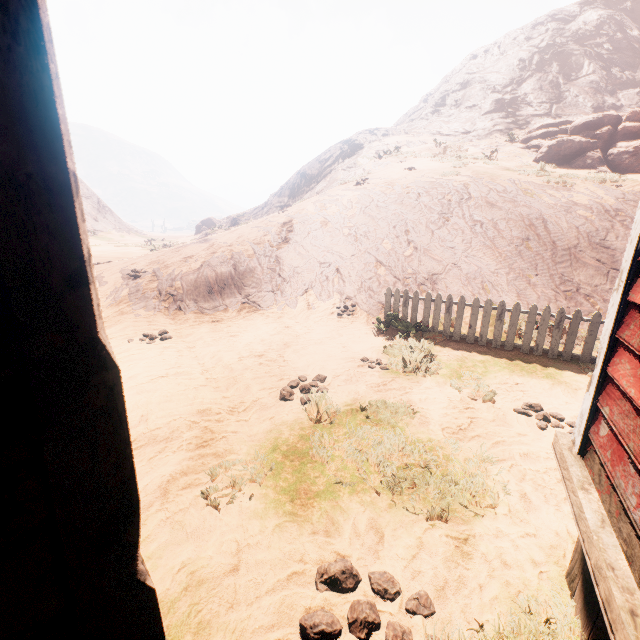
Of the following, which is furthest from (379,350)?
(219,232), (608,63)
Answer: (608,63)

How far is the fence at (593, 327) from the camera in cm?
605

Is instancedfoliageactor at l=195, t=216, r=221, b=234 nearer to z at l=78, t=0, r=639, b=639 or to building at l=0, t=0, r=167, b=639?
z at l=78, t=0, r=639, b=639

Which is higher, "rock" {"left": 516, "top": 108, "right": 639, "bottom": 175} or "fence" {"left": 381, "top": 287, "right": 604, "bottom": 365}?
"rock" {"left": 516, "top": 108, "right": 639, "bottom": 175}

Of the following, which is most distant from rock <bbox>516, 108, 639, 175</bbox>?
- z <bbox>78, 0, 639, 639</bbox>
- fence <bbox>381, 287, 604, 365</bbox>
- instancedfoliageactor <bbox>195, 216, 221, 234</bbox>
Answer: instancedfoliageactor <bbox>195, 216, 221, 234</bbox>

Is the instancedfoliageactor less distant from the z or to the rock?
the z

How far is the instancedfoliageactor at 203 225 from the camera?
51.2m

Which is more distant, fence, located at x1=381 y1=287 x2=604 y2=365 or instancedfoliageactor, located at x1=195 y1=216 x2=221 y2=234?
instancedfoliageactor, located at x1=195 y1=216 x2=221 y2=234
